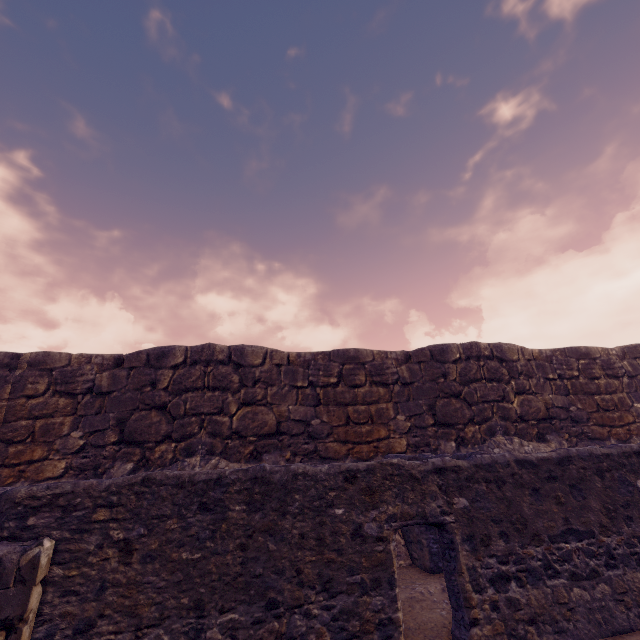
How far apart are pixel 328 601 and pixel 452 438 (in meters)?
6.51
